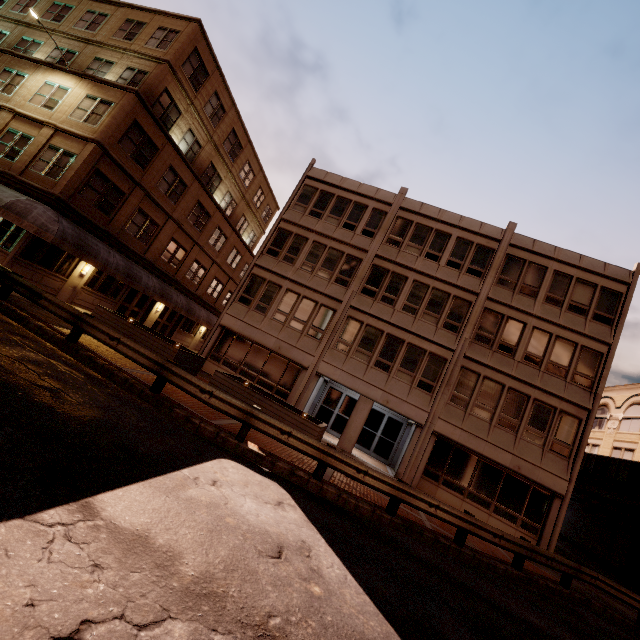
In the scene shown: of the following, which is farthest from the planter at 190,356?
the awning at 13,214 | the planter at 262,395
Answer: the awning at 13,214

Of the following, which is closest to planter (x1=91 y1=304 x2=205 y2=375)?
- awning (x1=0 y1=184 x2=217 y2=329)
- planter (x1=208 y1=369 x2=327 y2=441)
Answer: planter (x1=208 y1=369 x2=327 y2=441)

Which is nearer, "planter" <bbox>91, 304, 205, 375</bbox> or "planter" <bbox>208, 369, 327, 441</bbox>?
"planter" <bbox>208, 369, 327, 441</bbox>

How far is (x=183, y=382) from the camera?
8.97m

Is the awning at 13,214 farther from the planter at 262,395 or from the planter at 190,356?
the planter at 262,395

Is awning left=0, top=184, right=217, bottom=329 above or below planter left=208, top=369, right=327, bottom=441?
above

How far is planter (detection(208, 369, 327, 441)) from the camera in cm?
1234
